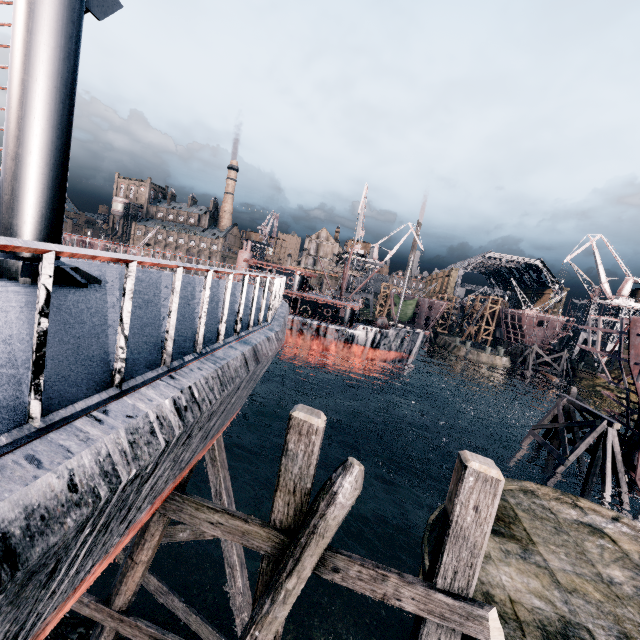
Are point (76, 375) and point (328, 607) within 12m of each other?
no

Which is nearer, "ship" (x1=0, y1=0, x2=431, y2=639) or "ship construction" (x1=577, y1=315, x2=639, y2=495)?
"ship" (x1=0, y1=0, x2=431, y2=639)

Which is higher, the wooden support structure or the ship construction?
the ship construction

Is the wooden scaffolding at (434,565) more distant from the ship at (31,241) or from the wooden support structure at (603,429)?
the wooden support structure at (603,429)

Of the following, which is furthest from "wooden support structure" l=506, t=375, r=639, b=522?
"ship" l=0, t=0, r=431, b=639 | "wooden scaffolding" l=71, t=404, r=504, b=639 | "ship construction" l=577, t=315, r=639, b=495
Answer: "ship" l=0, t=0, r=431, b=639

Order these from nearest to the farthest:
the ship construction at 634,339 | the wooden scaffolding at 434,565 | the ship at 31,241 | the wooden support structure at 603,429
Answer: the ship at 31,241, the wooden scaffolding at 434,565, the ship construction at 634,339, the wooden support structure at 603,429

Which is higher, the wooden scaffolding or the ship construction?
the ship construction

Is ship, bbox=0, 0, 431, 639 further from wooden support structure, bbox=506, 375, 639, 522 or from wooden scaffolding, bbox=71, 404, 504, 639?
wooden support structure, bbox=506, 375, 639, 522
